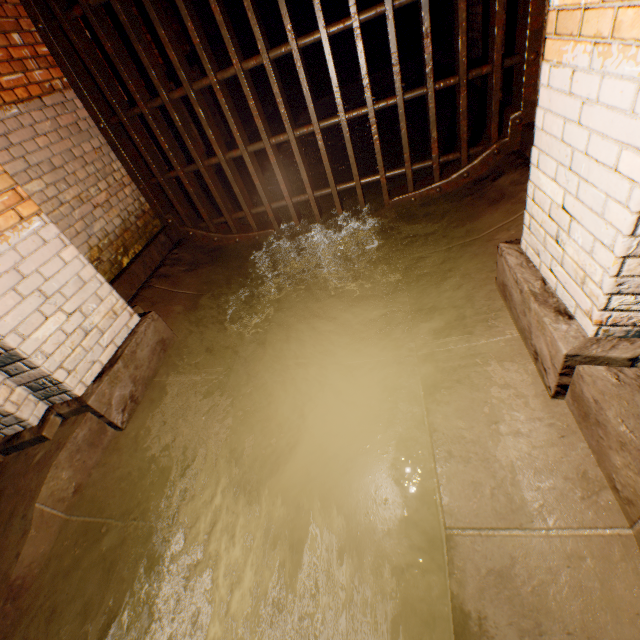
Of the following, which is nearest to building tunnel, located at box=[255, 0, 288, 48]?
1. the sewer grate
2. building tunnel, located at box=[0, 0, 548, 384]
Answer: building tunnel, located at box=[0, 0, 548, 384]

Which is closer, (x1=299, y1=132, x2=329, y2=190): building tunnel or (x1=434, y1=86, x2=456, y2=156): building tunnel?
(x1=434, y1=86, x2=456, y2=156): building tunnel

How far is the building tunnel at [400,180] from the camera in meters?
4.5 m

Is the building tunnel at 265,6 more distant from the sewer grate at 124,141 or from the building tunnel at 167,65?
the sewer grate at 124,141

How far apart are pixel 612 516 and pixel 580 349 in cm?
70

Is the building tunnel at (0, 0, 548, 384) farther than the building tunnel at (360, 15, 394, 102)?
No

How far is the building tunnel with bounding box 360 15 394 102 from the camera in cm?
1029

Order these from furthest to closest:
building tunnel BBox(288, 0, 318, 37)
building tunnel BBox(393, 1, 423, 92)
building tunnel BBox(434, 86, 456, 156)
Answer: building tunnel BBox(288, 0, 318, 37) → building tunnel BBox(393, 1, 423, 92) → building tunnel BBox(434, 86, 456, 156)
